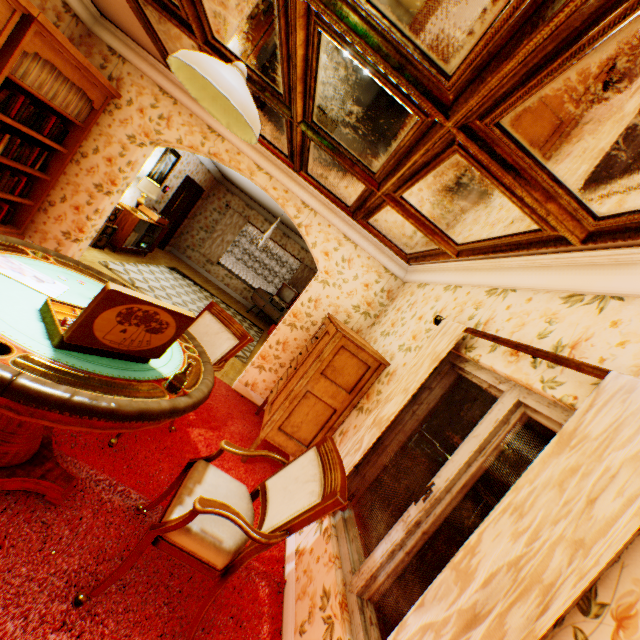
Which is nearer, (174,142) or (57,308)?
(57,308)

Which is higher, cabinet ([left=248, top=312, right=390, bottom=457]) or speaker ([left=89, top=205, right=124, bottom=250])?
cabinet ([left=248, top=312, right=390, bottom=457])

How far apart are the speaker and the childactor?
3.8 meters

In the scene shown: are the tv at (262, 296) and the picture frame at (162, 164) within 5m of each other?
yes

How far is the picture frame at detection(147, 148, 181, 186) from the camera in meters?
7.3 m

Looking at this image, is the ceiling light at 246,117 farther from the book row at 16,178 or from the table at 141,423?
the book row at 16,178

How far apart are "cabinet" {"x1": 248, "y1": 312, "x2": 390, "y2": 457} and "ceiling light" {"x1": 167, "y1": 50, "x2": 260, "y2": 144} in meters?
2.1 m

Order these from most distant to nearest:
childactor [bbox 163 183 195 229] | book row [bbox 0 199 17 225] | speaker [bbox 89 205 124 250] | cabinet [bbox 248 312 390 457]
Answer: childactor [bbox 163 183 195 229], speaker [bbox 89 205 124 250], book row [bbox 0 199 17 225], cabinet [bbox 248 312 390 457]
